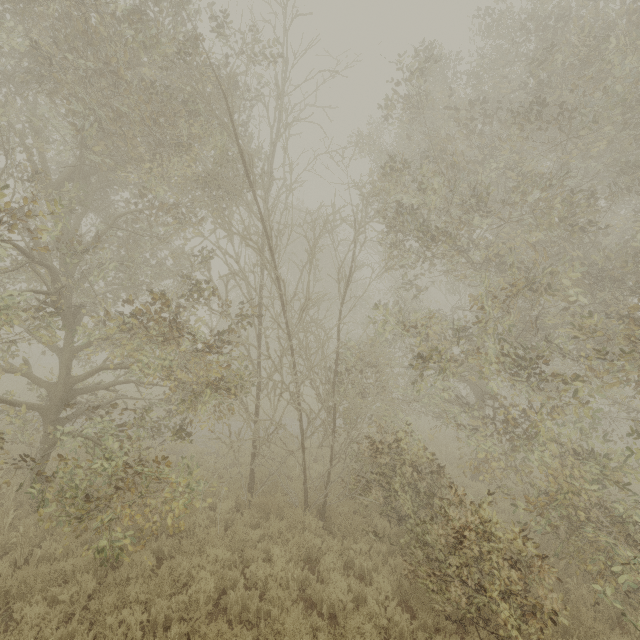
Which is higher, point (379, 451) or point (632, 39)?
point (632, 39)
